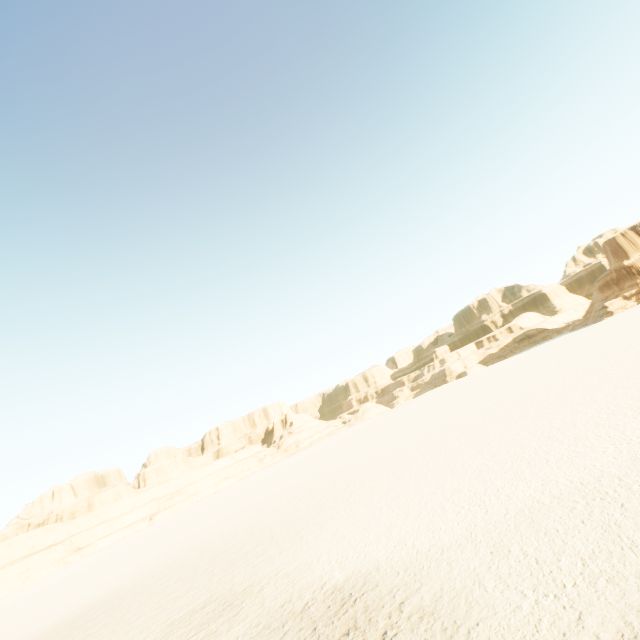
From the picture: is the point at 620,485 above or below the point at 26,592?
below
